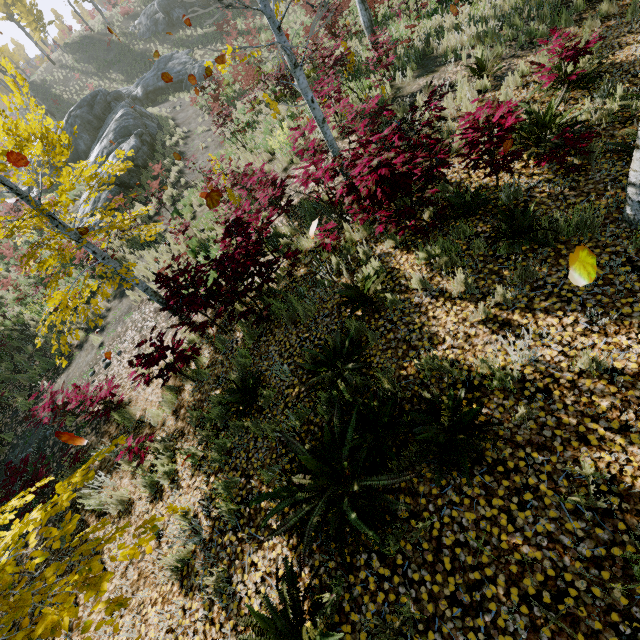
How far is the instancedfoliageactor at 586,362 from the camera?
3.0 meters

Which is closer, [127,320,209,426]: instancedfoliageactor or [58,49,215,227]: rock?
[127,320,209,426]: instancedfoliageactor

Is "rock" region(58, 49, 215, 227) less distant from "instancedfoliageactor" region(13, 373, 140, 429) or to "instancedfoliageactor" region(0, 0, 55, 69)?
"instancedfoliageactor" region(13, 373, 140, 429)

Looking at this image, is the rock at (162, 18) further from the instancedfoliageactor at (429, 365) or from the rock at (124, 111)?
the instancedfoliageactor at (429, 365)

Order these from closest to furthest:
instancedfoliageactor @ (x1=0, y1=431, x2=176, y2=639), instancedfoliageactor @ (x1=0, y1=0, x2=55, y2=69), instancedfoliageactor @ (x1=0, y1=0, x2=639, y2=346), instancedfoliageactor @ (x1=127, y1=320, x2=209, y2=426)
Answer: instancedfoliageactor @ (x1=0, y1=431, x2=176, y2=639), instancedfoliageactor @ (x1=0, y1=0, x2=639, y2=346), instancedfoliageactor @ (x1=127, y1=320, x2=209, y2=426), instancedfoliageactor @ (x1=0, y1=0, x2=55, y2=69)

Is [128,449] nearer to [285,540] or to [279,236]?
[285,540]

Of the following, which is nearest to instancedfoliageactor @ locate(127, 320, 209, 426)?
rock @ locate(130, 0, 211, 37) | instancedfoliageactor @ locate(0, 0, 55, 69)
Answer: rock @ locate(130, 0, 211, 37)

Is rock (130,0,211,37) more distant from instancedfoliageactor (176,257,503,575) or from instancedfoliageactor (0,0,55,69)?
instancedfoliageactor (176,257,503,575)
